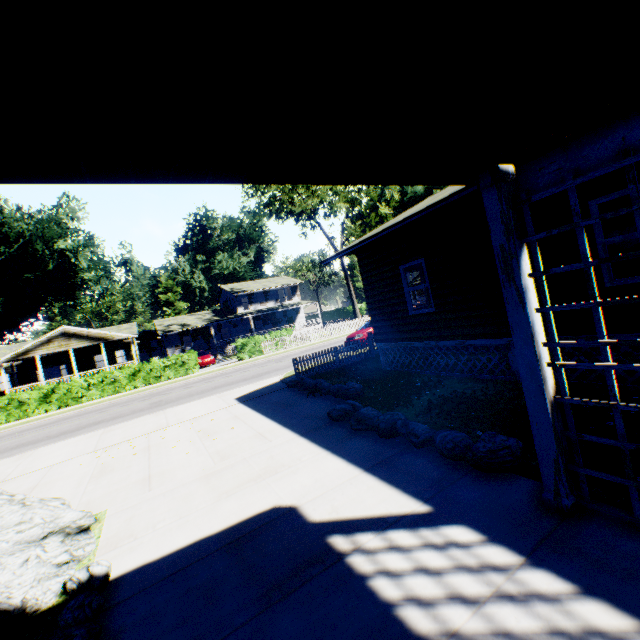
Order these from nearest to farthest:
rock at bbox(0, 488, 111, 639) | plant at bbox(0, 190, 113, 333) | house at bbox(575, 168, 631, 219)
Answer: rock at bbox(0, 488, 111, 639) < house at bbox(575, 168, 631, 219) < plant at bbox(0, 190, 113, 333)

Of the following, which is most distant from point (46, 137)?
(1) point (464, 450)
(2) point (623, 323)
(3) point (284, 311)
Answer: (3) point (284, 311)

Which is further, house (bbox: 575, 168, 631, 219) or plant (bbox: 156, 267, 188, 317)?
plant (bbox: 156, 267, 188, 317)

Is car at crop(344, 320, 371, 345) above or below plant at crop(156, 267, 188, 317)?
below

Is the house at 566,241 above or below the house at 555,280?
above

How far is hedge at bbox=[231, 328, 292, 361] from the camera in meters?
28.0 m

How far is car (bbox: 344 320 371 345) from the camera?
18.5m

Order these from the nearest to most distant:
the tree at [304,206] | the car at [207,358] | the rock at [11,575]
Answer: the rock at [11,575], the car at [207,358], the tree at [304,206]
